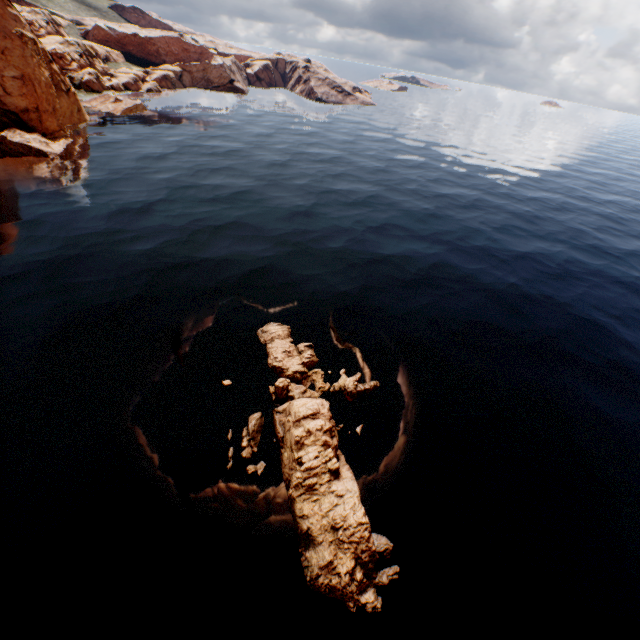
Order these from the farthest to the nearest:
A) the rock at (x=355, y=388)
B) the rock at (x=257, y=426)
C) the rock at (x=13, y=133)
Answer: the rock at (x=13, y=133) → the rock at (x=355, y=388) → the rock at (x=257, y=426)

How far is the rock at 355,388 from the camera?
21.12m

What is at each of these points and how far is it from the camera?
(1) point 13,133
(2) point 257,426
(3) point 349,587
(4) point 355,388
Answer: (1) rock, 44.5m
(2) rock, 18.6m
(3) rock, 13.6m
(4) rock, 21.3m

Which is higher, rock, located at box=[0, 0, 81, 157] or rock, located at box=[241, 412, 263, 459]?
rock, located at box=[0, 0, 81, 157]

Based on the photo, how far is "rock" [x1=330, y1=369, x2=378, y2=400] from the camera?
21.12m

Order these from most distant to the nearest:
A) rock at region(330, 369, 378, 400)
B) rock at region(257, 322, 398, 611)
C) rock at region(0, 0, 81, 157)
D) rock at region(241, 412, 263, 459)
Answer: rock at region(0, 0, 81, 157)
rock at region(330, 369, 378, 400)
rock at region(241, 412, 263, 459)
rock at region(257, 322, 398, 611)

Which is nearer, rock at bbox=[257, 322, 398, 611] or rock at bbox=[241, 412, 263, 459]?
rock at bbox=[257, 322, 398, 611]
